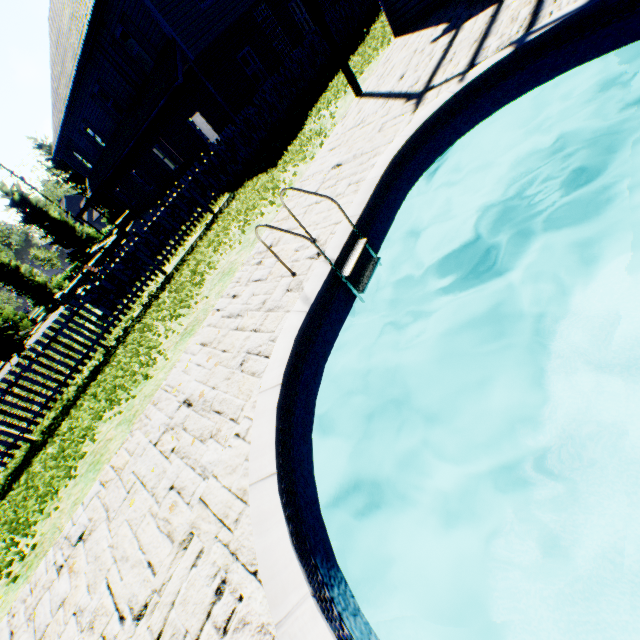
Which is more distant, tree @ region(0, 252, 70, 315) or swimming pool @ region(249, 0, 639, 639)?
tree @ region(0, 252, 70, 315)

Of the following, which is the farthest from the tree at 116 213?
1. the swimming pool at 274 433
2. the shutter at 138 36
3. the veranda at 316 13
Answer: the veranda at 316 13

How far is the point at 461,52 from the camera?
5.81m

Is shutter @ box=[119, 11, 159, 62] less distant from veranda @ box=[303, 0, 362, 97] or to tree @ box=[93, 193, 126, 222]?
veranda @ box=[303, 0, 362, 97]

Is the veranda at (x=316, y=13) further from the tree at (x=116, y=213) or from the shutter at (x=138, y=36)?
the tree at (x=116, y=213)

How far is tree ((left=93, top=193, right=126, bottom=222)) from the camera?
32.5 meters

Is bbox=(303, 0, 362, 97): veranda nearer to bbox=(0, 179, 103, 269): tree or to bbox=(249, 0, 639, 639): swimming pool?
bbox=(249, 0, 639, 639): swimming pool

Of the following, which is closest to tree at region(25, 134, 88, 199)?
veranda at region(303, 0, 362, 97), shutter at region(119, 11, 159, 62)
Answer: shutter at region(119, 11, 159, 62)
